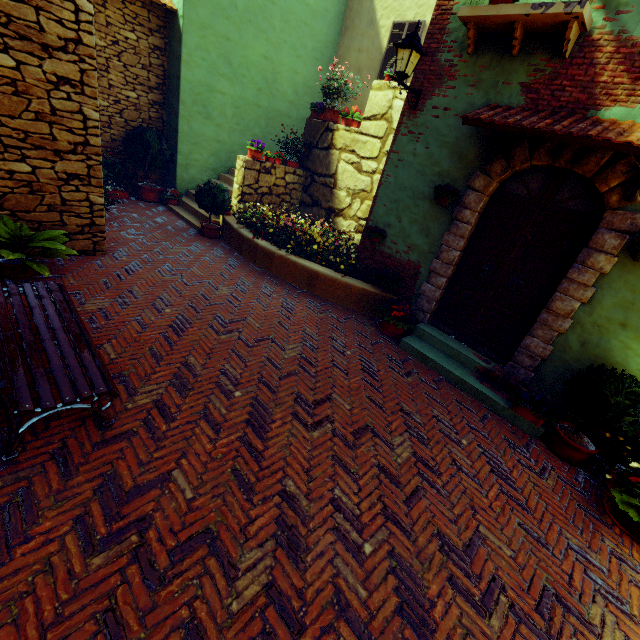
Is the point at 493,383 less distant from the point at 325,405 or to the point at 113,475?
the point at 325,405

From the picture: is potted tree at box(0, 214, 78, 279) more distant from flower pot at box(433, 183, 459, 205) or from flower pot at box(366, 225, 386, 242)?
flower pot at box(433, 183, 459, 205)

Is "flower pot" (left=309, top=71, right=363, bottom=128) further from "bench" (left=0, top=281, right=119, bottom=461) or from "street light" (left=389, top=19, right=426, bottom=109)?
"bench" (left=0, top=281, right=119, bottom=461)

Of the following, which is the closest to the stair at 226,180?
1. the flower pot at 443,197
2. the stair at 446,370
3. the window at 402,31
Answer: the window at 402,31

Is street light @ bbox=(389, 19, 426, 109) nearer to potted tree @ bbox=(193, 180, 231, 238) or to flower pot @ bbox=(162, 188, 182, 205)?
potted tree @ bbox=(193, 180, 231, 238)

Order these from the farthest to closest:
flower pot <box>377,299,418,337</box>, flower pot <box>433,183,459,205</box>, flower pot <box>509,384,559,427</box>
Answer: flower pot <box>377,299,418,337</box>, flower pot <box>433,183,459,205</box>, flower pot <box>509,384,559,427</box>

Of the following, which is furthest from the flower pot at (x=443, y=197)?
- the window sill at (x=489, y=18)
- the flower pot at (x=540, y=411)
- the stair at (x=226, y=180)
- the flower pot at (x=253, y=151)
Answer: the stair at (x=226, y=180)

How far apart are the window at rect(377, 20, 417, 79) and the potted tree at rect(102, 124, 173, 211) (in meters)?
6.53
